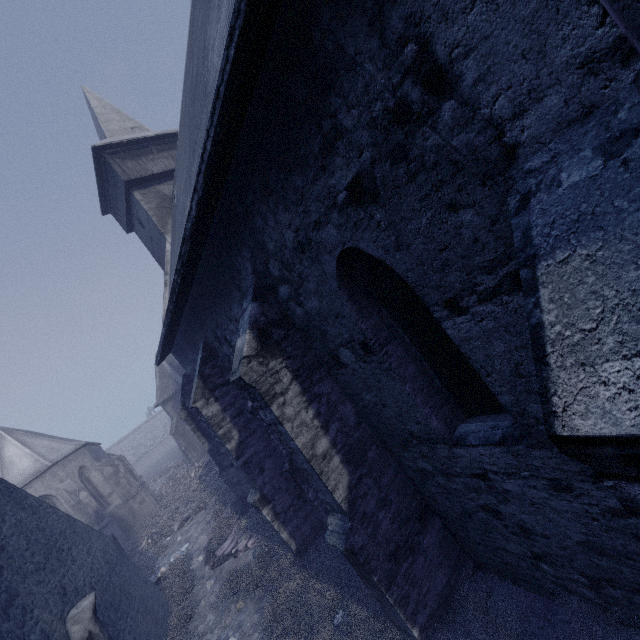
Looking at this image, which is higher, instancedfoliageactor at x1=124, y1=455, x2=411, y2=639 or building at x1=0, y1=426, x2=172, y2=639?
building at x1=0, y1=426, x2=172, y2=639

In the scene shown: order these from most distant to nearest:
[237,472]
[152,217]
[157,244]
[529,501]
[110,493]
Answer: [110,493]
[157,244]
[152,217]
[237,472]
[529,501]

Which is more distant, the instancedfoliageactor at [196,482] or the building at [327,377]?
the instancedfoliageactor at [196,482]

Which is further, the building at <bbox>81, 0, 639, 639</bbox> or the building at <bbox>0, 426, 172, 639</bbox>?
the building at <bbox>0, 426, 172, 639</bbox>

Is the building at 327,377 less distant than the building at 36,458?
Yes

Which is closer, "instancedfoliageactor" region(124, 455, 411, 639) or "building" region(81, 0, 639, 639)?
"building" region(81, 0, 639, 639)
